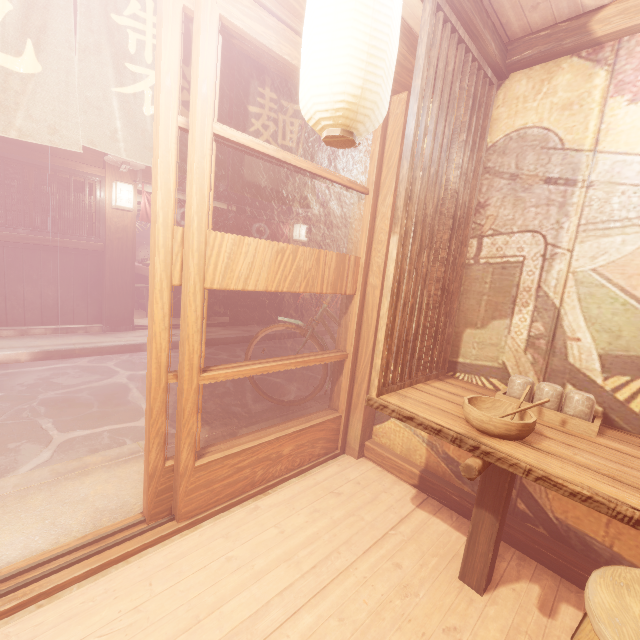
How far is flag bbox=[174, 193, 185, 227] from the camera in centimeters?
1133cm

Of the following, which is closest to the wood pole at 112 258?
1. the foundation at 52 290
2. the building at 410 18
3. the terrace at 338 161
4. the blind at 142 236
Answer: the foundation at 52 290

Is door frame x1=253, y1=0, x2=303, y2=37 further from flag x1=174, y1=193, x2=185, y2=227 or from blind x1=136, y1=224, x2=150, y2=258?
blind x1=136, y1=224, x2=150, y2=258

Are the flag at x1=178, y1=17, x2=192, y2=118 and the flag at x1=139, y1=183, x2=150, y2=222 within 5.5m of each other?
no

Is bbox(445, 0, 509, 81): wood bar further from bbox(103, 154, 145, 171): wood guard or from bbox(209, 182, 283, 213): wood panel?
bbox(209, 182, 283, 213): wood panel

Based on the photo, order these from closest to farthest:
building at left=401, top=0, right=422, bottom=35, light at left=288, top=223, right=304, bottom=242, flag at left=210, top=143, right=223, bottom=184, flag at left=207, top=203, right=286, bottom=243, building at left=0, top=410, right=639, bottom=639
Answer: building at left=0, top=410, right=639, bottom=639 < building at left=401, top=0, right=422, bottom=35 < flag at left=210, top=143, right=223, bottom=184 < flag at left=207, top=203, right=286, bottom=243 < light at left=288, top=223, right=304, bottom=242

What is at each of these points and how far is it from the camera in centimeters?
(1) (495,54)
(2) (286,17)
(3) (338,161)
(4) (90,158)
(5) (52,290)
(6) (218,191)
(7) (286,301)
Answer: (1) wood bar, 325cm
(2) door frame, 305cm
(3) terrace, 1756cm
(4) wood panel, 981cm
(5) foundation, 982cm
(6) wood panel, 1274cm
(7) wood pole, 1577cm

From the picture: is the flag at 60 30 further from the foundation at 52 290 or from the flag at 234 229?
the flag at 234 229
